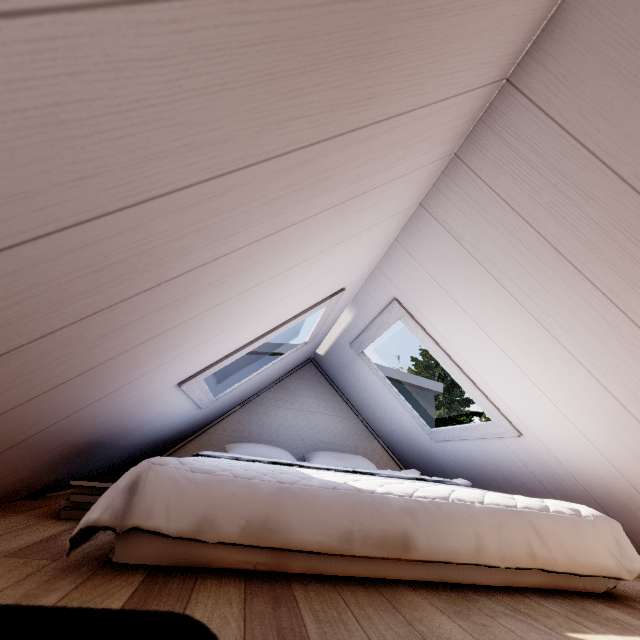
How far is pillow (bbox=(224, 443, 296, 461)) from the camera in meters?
2.4

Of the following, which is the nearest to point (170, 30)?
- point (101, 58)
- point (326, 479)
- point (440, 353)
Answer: point (101, 58)

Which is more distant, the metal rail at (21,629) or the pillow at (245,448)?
the pillow at (245,448)

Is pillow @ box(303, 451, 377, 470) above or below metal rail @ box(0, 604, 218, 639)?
above

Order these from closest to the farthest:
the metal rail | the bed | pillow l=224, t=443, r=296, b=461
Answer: the metal rail
the bed
pillow l=224, t=443, r=296, b=461

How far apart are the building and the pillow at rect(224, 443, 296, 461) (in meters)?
0.87

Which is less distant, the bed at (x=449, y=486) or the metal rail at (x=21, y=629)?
the metal rail at (x=21, y=629)

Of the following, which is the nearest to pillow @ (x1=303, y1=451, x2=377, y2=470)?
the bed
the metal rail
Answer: the bed
